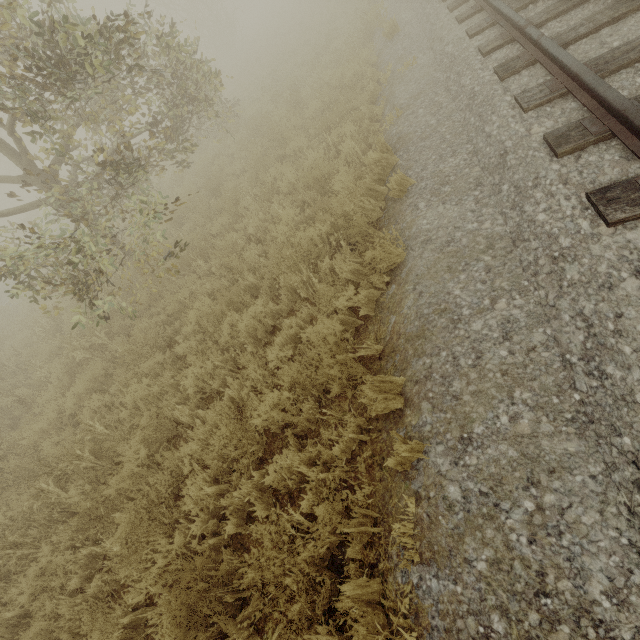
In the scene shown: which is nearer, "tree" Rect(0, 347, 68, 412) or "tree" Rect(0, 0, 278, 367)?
"tree" Rect(0, 0, 278, 367)

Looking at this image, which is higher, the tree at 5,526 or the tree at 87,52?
the tree at 87,52

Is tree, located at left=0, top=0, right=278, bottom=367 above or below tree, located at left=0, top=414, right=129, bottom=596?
above

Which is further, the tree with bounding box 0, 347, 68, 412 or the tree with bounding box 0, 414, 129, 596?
the tree with bounding box 0, 347, 68, 412

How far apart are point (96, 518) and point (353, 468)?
3.28m

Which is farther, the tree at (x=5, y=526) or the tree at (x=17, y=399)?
the tree at (x=17, y=399)
